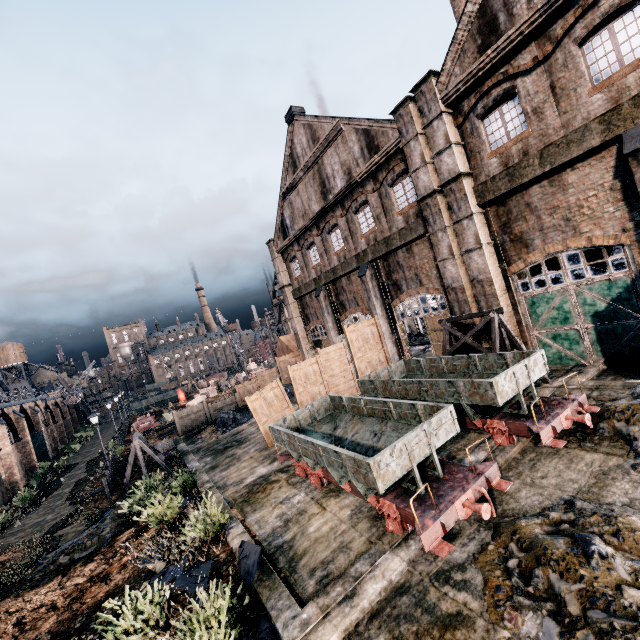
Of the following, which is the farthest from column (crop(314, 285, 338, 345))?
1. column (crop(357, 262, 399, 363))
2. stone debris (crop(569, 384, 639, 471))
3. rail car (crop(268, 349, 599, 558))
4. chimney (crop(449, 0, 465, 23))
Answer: chimney (crop(449, 0, 465, 23))

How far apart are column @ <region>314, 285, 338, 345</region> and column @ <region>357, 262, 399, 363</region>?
5.65m

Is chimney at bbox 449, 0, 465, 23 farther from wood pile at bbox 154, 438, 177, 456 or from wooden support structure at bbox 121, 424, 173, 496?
wood pile at bbox 154, 438, 177, 456

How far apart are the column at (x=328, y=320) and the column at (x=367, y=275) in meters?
5.7

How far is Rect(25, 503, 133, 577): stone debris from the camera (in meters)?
14.48

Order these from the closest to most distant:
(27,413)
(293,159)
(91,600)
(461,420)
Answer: (91,600) → (461,420) → (293,159) → (27,413)

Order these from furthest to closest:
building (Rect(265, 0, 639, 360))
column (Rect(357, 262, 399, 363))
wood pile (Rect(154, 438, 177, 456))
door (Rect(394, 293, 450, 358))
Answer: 1. wood pile (Rect(154, 438, 177, 456))
2. column (Rect(357, 262, 399, 363))
3. door (Rect(394, 293, 450, 358))
4. building (Rect(265, 0, 639, 360))

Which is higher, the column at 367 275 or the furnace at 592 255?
the column at 367 275
